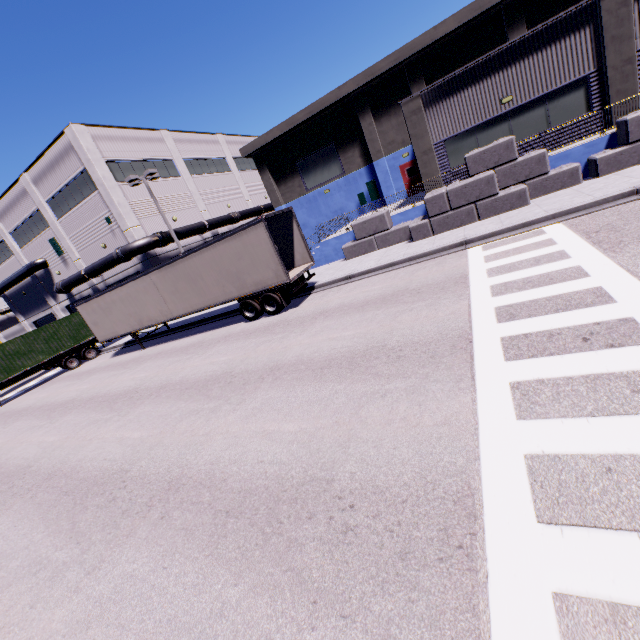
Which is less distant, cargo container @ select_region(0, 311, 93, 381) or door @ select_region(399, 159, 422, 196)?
cargo container @ select_region(0, 311, 93, 381)

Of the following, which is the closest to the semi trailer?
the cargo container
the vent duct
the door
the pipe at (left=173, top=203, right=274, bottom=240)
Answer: the cargo container

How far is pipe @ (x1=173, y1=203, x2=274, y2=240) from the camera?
27.05m

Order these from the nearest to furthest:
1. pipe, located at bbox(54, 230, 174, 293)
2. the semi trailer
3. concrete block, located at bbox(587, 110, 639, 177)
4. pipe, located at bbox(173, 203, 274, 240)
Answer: concrete block, located at bbox(587, 110, 639, 177)
the semi trailer
pipe, located at bbox(54, 230, 174, 293)
pipe, located at bbox(173, 203, 274, 240)

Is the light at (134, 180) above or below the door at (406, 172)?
above

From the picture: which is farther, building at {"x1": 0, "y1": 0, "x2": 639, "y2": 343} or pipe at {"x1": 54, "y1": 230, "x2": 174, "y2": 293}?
pipe at {"x1": 54, "y1": 230, "x2": 174, "y2": 293}

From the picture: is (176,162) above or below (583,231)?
above

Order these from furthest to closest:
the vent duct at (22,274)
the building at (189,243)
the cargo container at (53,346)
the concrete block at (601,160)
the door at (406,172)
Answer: the vent duct at (22,274)
the building at (189,243)
the door at (406,172)
the cargo container at (53,346)
the concrete block at (601,160)
